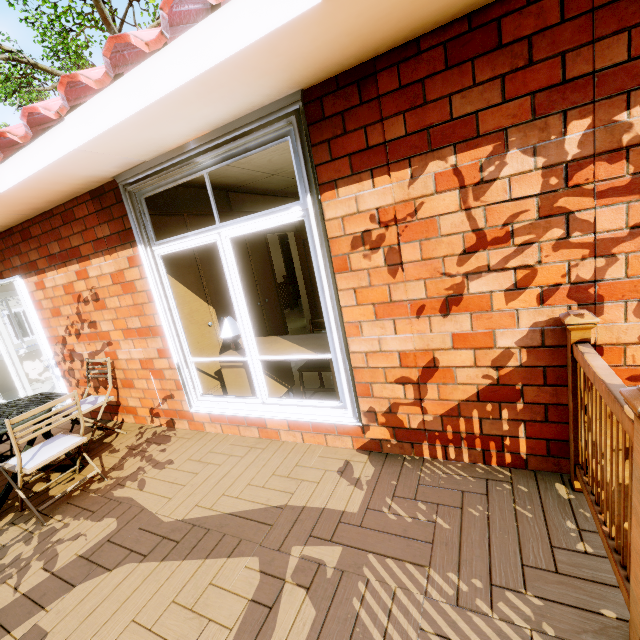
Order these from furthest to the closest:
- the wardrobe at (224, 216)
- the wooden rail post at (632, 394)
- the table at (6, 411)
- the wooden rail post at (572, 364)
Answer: the wardrobe at (224, 216), the table at (6, 411), the wooden rail post at (572, 364), the wooden rail post at (632, 394)

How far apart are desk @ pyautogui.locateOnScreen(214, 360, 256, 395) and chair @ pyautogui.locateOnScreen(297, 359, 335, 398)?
0.1m

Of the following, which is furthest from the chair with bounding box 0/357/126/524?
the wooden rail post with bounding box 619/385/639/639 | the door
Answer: the door

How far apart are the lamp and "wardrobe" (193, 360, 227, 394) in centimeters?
39cm

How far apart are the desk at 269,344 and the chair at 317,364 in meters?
0.1

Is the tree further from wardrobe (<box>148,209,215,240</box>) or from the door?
wardrobe (<box>148,209,215,240</box>)

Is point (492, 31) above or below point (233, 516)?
above

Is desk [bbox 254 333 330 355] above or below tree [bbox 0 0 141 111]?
below
